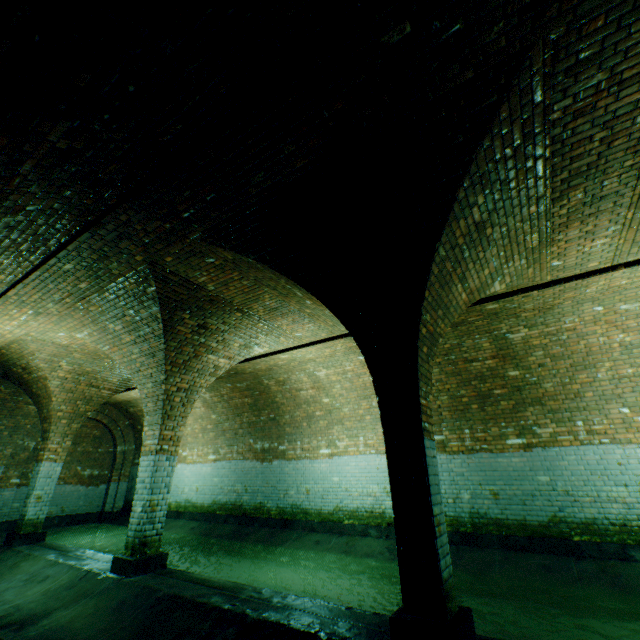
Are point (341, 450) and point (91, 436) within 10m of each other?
no

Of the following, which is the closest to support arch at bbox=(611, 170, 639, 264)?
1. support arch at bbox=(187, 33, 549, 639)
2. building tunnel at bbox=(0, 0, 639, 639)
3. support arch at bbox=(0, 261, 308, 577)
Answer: building tunnel at bbox=(0, 0, 639, 639)

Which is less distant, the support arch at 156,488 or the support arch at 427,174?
the support arch at 427,174

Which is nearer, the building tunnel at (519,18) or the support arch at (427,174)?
the building tunnel at (519,18)

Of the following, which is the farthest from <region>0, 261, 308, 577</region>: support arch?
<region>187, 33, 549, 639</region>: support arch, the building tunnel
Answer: <region>187, 33, 549, 639</region>: support arch

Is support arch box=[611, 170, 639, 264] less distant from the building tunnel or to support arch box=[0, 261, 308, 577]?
the building tunnel

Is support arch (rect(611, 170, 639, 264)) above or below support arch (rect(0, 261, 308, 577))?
above
